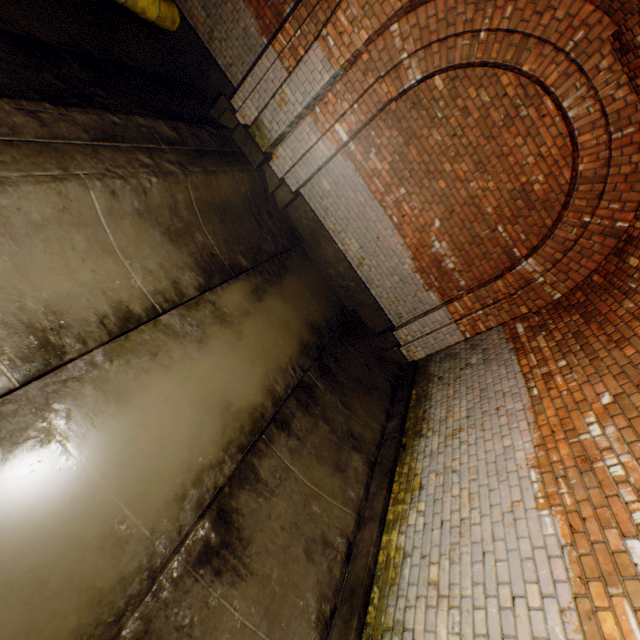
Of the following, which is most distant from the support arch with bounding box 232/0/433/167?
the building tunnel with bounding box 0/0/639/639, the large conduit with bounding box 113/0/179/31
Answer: the large conduit with bounding box 113/0/179/31

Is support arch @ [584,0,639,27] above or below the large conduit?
above

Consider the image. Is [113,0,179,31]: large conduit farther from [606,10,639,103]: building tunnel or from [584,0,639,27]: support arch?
[584,0,639,27]: support arch

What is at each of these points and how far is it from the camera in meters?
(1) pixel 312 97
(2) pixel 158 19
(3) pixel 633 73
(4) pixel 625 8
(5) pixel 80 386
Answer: (1) support arch, 4.7 m
(2) large conduit, 5.4 m
(3) building tunnel, 3.4 m
(4) support arch, 3.2 m
(5) building tunnel, 2.5 m

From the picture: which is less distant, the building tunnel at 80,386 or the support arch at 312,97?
the building tunnel at 80,386

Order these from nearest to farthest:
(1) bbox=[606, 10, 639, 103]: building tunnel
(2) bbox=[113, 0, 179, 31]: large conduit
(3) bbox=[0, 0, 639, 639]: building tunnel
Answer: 1. (3) bbox=[0, 0, 639, 639]: building tunnel
2. (1) bbox=[606, 10, 639, 103]: building tunnel
3. (2) bbox=[113, 0, 179, 31]: large conduit

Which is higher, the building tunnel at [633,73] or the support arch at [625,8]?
the support arch at [625,8]
